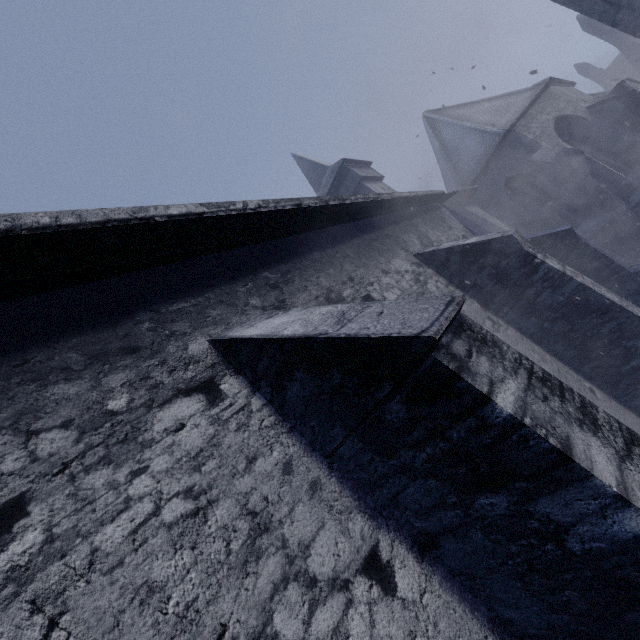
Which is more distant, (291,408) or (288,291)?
(288,291)
